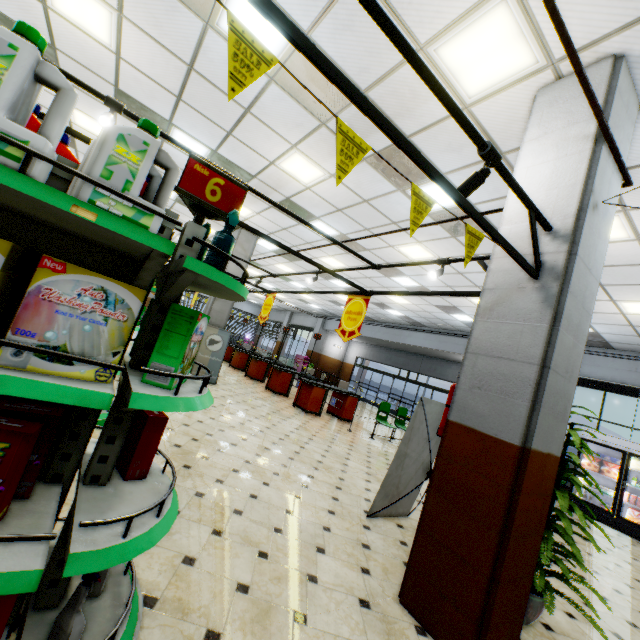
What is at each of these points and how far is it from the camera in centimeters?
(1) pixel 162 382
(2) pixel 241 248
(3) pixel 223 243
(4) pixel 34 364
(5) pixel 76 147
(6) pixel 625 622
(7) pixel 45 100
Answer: (1) boxed laundry detergent, 147cm
(2) building, 1060cm
(3) spray bottle, 162cm
(4) boxed laundry detergent, 108cm
(5) building, 852cm
(6) building, 360cm
(7) building, 668cm

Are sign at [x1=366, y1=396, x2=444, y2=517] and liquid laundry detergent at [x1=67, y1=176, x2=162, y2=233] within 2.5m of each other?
no

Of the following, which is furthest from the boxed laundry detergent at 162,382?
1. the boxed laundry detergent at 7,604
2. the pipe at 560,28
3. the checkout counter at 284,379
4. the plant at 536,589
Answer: the checkout counter at 284,379

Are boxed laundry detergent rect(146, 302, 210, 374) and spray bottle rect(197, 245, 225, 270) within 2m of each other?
yes

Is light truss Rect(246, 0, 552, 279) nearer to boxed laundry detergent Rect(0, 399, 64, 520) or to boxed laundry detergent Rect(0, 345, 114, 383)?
boxed laundry detergent Rect(0, 345, 114, 383)

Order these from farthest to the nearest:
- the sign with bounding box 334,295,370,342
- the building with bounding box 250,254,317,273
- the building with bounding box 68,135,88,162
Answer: the building with bounding box 250,254,317,273, the building with bounding box 68,135,88,162, the sign with bounding box 334,295,370,342

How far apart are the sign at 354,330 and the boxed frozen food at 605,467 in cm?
906

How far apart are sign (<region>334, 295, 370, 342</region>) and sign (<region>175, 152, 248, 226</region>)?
3.2m
